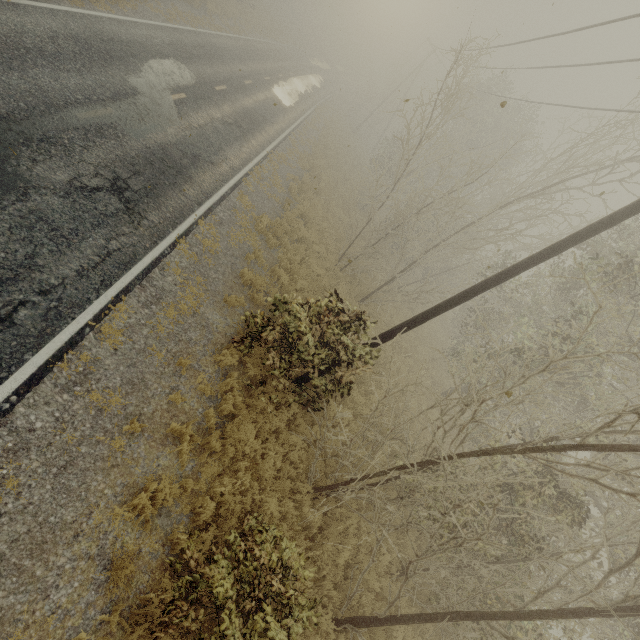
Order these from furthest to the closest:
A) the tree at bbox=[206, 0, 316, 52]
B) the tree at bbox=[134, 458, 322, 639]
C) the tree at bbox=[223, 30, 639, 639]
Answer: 1. the tree at bbox=[206, 0, 316, 52]
2. the tree at bbox=[223, 30, 639, 639]
3. the tree at bbox=[134, 458, 322, 639]

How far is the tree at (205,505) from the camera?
5.5 meters

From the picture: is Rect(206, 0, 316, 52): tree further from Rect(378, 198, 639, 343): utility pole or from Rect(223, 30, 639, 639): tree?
Rect(378, 198, 639, 343): utility pole

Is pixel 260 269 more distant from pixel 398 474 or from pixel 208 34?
pixel 208 34

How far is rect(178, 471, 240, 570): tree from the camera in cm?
552

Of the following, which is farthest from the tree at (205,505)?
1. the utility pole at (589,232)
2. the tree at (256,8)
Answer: the tree at (256,8)

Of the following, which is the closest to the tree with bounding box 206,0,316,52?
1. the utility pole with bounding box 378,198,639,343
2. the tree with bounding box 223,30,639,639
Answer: the tree with bounding box 223,30,639,639
